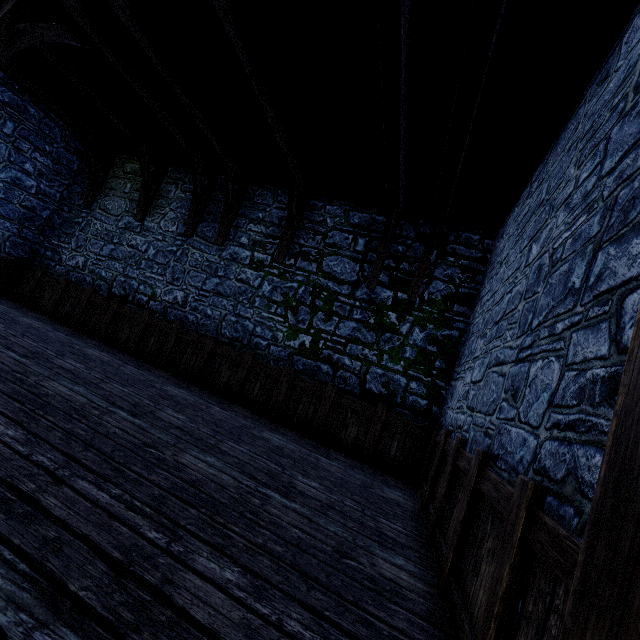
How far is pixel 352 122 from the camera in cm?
507

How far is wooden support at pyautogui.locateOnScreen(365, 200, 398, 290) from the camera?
6.31m

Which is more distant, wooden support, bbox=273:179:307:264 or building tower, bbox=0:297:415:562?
wooden support, bbox=273:179:307:264

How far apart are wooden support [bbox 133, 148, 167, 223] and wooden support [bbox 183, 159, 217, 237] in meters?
1.5 m

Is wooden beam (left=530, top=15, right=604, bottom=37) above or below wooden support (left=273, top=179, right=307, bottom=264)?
above

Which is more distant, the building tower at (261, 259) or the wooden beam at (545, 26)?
the building tower at (261, 259)

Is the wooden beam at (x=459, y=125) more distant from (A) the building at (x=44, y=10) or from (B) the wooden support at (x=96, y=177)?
(B) the wooden support at (x=96, y=177)

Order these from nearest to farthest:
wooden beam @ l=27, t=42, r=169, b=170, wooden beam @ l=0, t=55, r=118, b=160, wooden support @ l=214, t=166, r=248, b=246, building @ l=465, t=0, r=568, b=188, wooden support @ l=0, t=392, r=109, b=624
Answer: wooden support @ l=0, t=392, r=109, b=624 → building @ l=465, t=0, r=568, b=188 → wooden beam @ l=27, t=42, r=169, b=170 → wooden beam @ l=0, t=55, r=118, b=160 → wooden support @ l=214, t=166, r=248, b=246
